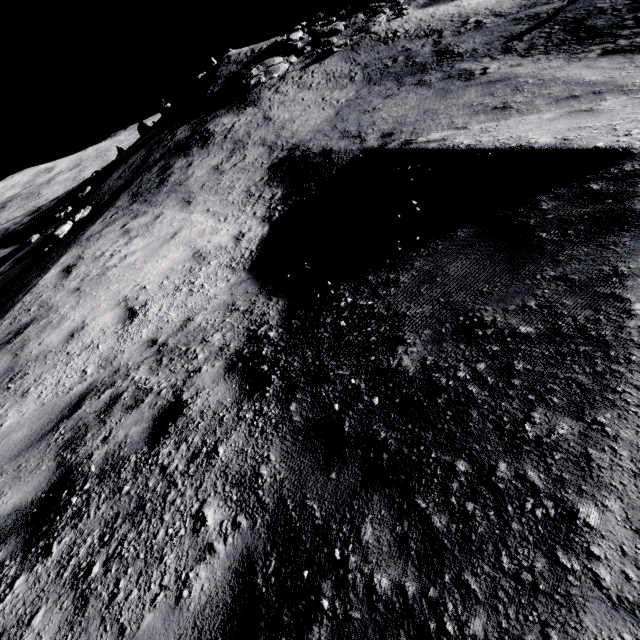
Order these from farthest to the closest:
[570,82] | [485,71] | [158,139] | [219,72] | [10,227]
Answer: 1. [10,227]
2. [219,72]
3. [158,139]
4. [485,71]
5. [570,82]
